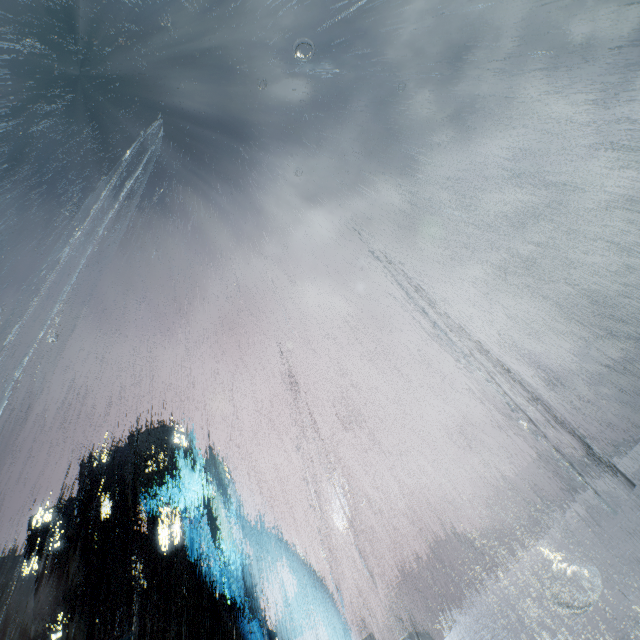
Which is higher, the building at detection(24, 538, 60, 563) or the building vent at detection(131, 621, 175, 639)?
the building at detection(24, 538, 60, 563)

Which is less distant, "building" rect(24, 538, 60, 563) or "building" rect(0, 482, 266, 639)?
"building" rect(0, 482, 266, 639)

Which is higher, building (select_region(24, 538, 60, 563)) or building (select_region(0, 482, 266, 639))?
building (select_region(24, 538, 60, 563))

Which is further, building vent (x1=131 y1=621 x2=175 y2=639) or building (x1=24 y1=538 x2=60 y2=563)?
building (x1=24 y1=538 x2=60 y2=563)

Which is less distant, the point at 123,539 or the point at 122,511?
the point at 123,539

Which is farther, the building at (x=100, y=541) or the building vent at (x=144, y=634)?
the building at (x=100, y=541)

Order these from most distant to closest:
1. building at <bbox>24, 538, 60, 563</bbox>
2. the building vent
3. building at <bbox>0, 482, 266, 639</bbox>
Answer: building at <bbox>24, 538, 60, 563</bbox> → building at <bbox>0, 482, 266, 639</bbox> → the building vent

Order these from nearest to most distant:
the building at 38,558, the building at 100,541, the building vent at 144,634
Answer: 1. the building vent at 144,634
2. the building at 100,541
3. the building at 38,558
